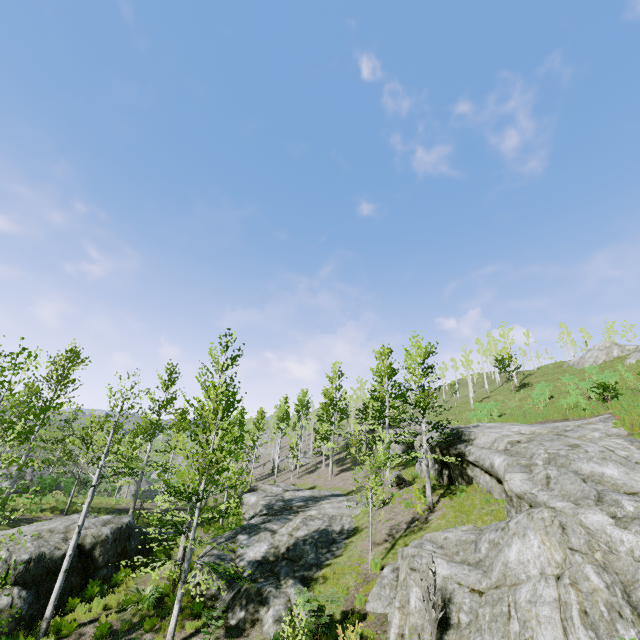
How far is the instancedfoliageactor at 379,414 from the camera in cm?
1627

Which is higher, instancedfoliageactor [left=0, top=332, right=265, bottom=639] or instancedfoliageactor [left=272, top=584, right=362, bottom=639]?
instancedfoliageactor [left=0, top=332, right=265, bottom=639]

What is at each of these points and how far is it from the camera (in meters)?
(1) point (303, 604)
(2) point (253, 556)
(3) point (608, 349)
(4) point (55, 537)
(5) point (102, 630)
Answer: (1) instancedfoliageactor, 9.59
(2) rock, 14.58
(3) rock, 36.97
(4) rock, 14.01
(5) instancedfoliageactor, 10.97

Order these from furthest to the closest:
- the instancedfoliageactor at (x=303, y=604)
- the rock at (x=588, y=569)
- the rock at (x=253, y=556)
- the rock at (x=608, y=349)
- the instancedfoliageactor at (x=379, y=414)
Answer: the rock at (x=608, y=349)
the instancedfoliageactor at (x=379, y=414)
the rock at (x=253, y=556)
the instancedfoliageactor at (x=303, y=604)
the rock at (x=588, y=569)

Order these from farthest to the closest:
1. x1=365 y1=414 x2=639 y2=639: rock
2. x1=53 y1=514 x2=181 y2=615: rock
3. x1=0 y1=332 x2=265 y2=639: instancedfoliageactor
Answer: x1=53 y1=514 x2=181 y2=615: rock → x1=0 y1=332 x2=265 y2=639: instancedfoliageactor → x1=365 y1=414 x2=639 y2=639: rock

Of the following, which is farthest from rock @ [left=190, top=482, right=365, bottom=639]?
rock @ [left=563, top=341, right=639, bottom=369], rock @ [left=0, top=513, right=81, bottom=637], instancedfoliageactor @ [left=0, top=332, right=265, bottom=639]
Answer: rock @ [left=563, top=341, right=639, bottom=369]

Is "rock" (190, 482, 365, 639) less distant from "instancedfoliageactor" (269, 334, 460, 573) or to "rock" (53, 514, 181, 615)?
"instancedfoliageactor" (269, 334, 460, 573)

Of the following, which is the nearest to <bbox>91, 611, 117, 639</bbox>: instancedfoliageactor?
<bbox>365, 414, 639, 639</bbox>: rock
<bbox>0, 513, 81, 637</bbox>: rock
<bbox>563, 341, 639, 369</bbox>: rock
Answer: <bbox>0, 513, 81, 637</bbox>: rock
